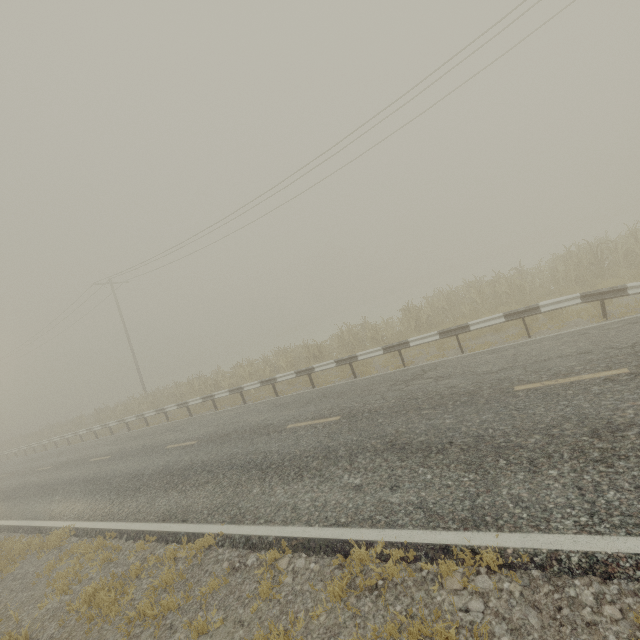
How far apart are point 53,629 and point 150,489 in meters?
3.7

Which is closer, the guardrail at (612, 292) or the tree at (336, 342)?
the guardrail at (612, 292)

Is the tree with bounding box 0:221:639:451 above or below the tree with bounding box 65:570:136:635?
above

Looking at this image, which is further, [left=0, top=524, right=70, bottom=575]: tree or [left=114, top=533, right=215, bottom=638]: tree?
[left=0, top=524, right=70, bottom=575]: tree

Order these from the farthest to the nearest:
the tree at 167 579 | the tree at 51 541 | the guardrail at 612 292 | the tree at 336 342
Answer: the tree at 336 342, the guardrail at 612 292, the tree at 51 541, the tree at 167 579

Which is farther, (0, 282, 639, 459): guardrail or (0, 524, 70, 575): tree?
(0, 282, 639, 459): guardrail
